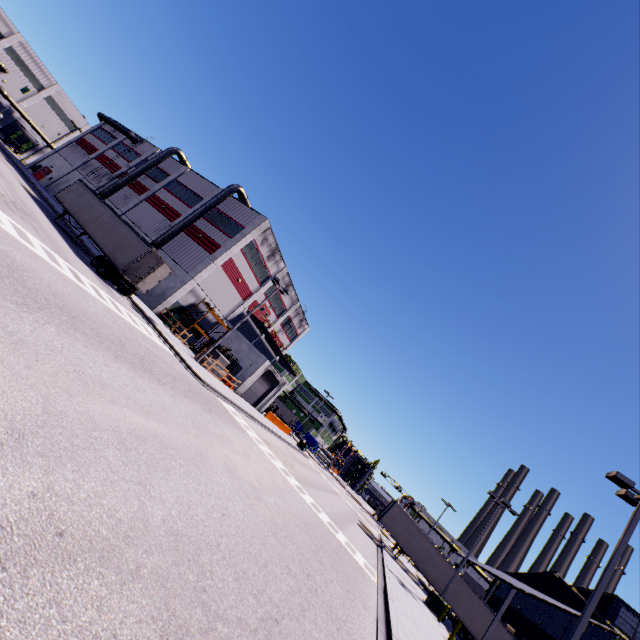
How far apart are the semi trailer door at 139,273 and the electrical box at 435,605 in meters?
30.7

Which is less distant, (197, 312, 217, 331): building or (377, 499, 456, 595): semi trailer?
(377, 499, 456, 595): semi trailer

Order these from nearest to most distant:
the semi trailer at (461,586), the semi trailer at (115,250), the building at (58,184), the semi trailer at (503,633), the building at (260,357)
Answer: the semi trailer at (115,250) < the semi trailer at (503,633) < the semi trailer at (461,586) < the building at (260,357) < the building at (58,184)

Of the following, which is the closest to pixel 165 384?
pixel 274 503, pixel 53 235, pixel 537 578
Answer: pixel 274 503

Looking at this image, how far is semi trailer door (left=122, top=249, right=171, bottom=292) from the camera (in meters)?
22.62

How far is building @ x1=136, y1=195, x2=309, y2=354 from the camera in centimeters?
3209cm

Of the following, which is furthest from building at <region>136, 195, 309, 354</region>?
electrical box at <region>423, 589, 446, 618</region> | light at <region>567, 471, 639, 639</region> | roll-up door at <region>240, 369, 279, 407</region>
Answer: light at <region>567, 471, 639, 639</region>

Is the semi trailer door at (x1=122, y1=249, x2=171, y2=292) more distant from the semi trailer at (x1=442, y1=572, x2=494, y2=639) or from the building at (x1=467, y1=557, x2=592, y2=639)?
the building at (x1=467, y1=557, x2=592, y2=639)
